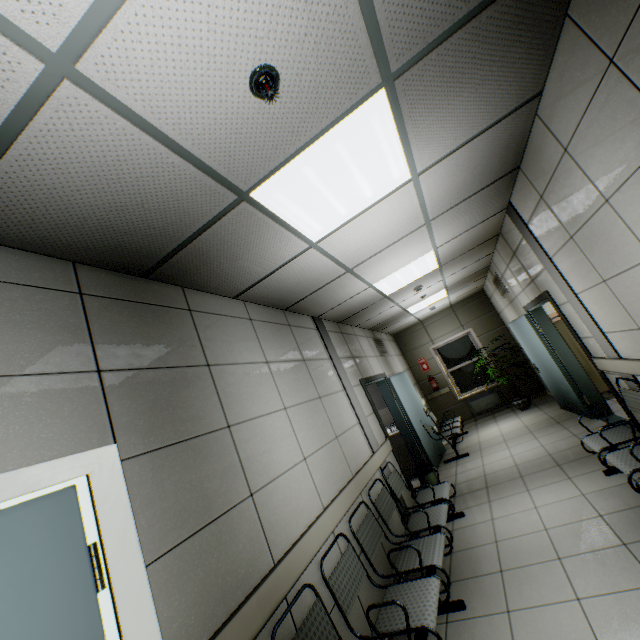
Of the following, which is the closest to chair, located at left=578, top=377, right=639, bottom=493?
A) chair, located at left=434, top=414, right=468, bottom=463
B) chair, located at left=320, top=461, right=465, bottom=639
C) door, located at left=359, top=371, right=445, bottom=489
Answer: chair, located at left=320, top=461, right=465, bottom=639

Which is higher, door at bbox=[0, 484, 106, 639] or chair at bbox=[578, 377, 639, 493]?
door at bbox=[0, 484, 106, 639]

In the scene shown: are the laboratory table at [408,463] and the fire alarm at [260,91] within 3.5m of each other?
no

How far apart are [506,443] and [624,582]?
4.2m

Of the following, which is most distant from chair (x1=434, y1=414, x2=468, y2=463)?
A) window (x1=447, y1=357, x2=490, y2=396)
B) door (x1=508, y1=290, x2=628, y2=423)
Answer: window (x1=447, y1=357, x2=490, y2=396)

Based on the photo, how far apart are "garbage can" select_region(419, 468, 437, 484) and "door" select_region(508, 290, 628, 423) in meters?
2.5 m

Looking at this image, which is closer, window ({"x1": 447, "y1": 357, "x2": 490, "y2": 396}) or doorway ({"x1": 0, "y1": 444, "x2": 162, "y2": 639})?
doorway ({"x1": 0, "y1": 444, "x2": 162, "y2": 639})

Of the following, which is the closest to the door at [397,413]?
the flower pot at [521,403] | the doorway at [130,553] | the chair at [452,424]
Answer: the chair at [452,424]
